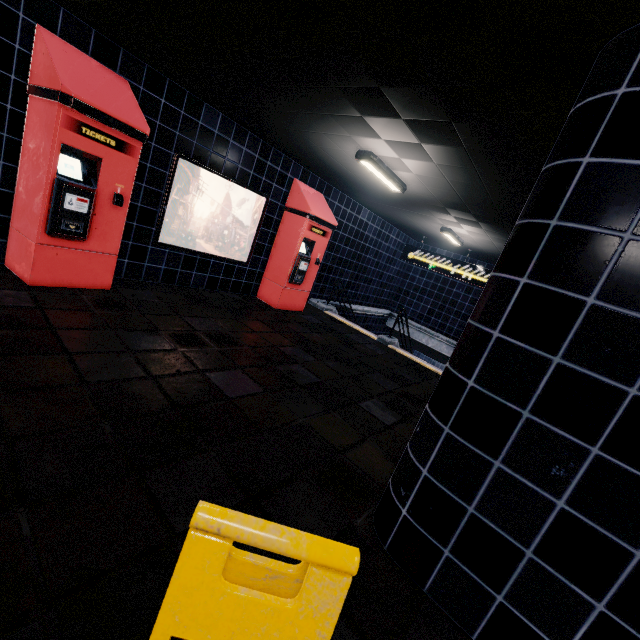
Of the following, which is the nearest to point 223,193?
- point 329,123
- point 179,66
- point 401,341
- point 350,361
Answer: point 179,66
